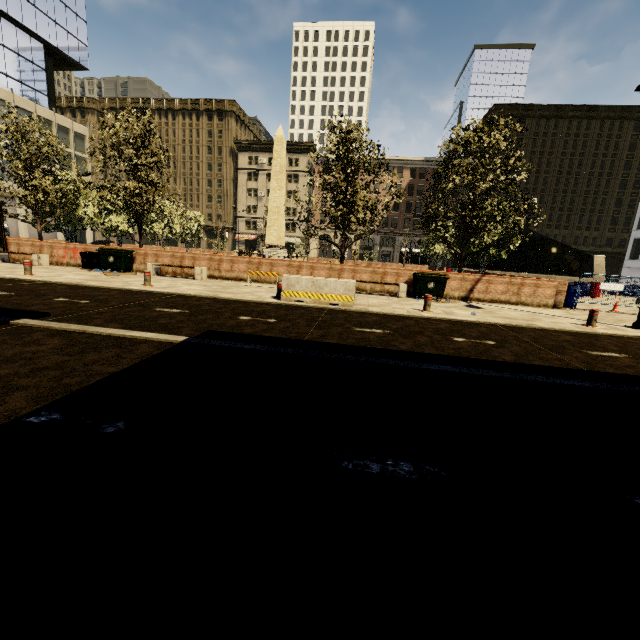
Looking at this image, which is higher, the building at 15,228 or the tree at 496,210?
the tree at 496,210

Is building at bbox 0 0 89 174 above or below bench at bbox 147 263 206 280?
above

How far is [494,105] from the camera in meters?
54.9

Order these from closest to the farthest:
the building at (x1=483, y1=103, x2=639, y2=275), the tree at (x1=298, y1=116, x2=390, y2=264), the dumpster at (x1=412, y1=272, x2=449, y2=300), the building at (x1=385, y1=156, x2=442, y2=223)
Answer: the dumpster at (x1=412, y1=272, x2=449, y2=300) < the tree at (x1=298, y1=116, x2=390, y2=264) < the building at (x1=483, y1=103, x2=639, y2=275) < the building at (x1=385, y1=156, x2=442, y2=223)

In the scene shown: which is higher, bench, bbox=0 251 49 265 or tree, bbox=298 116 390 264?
tree, bbox=298 116 390 264

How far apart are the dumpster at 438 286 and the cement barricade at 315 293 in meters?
4.4 m

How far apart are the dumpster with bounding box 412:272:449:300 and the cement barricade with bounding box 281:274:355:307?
4.4m

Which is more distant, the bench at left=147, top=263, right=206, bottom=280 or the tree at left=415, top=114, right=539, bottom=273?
the bench at left=147, top=263, right=206, bottom=280
